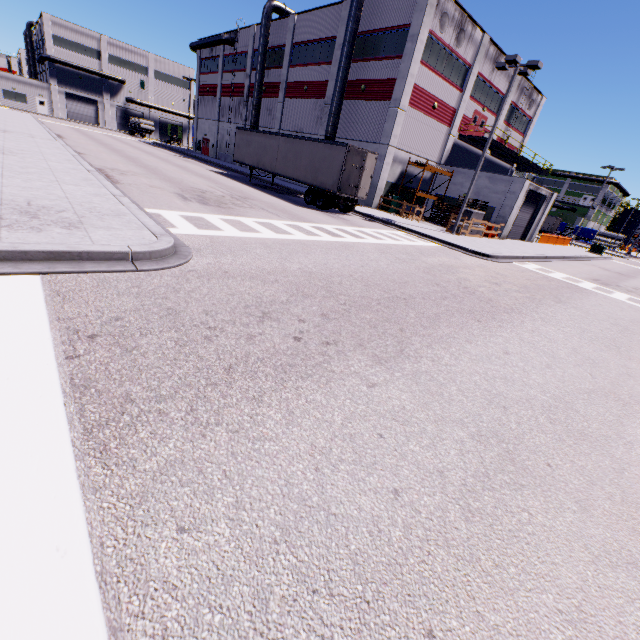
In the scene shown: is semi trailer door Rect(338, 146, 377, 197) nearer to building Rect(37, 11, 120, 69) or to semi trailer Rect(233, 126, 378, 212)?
semi trailer Rect(233, 126, 378, 212)

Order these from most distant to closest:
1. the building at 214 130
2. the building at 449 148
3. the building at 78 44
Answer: the building at 78 44 < the building at 214 130 < the building at 449 148

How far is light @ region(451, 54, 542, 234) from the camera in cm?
1773

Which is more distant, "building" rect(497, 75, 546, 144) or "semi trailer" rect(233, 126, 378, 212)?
"building" rect(497, 75, 546, 144)

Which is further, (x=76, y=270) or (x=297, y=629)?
(x=76, y=270)

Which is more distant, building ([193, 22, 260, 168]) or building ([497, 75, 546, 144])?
building ([193, 22, 260, 168])

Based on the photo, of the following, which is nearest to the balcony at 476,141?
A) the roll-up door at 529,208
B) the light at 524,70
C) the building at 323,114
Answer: the building at 323,114

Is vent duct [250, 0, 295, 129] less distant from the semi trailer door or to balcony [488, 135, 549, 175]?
the semi trailer door
